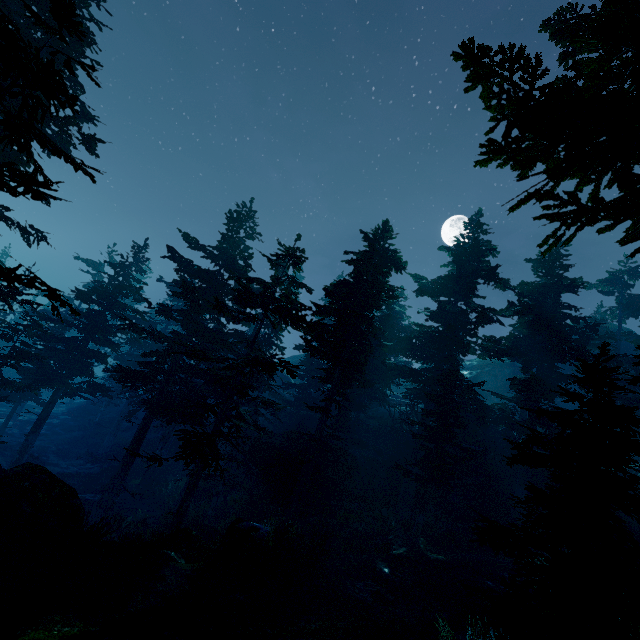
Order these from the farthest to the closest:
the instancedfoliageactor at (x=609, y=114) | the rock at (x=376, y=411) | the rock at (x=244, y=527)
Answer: the rock at (x=376, y=411), the rock at (x=244, y=527), the instancedfoliageactor at (x=609, y=114)

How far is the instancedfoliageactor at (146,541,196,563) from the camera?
11.3m

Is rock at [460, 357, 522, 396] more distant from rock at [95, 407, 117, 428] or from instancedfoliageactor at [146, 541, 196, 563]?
rock at [95, 407, 117, 428]

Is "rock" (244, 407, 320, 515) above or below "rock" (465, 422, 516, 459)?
below

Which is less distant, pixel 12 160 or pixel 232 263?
pixel 12 160

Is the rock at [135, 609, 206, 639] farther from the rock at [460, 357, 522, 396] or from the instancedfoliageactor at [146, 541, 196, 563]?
the rock at [460, 357, 522, 396]

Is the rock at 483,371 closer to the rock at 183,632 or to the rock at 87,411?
the rock at 183,632

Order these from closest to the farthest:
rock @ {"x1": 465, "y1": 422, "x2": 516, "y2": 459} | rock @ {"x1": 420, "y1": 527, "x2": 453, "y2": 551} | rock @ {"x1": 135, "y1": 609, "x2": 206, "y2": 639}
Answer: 1. rock @ {"x1": 135, "y1": 609, "x2": 206, "y2": 639}
2. rock @ {"x1": 420, "y1": 527, "x2": 453, "y2": 551}
3. rock @ {"x1": 465, "y1": 422, "x2": 516, "y2": 459}
